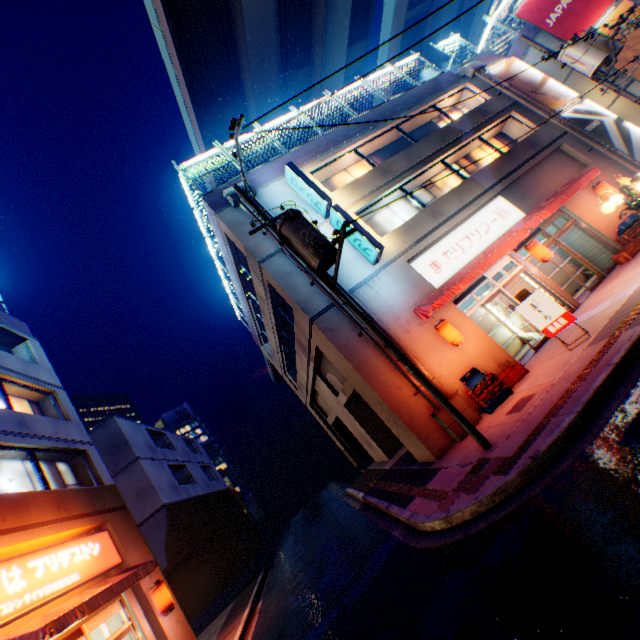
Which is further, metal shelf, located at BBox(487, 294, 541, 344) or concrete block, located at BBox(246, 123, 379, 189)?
concrete block, located at BBox(246, 123, 379, 189)

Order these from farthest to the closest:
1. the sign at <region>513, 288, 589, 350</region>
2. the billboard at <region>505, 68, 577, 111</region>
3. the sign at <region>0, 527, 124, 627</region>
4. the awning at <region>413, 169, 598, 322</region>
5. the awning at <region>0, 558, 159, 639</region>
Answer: the billboard at <region>505, 68, 577, 111</region>, the awning at <region>413, 169, 598, 322</region>, the sign at <region>513, 288, 589, 350</region>, the sign at <region>0, 527, 124, 627</region>, the awning at <region>0, 558, 159, 639</region>

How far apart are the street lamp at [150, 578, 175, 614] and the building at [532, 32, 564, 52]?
31.0m

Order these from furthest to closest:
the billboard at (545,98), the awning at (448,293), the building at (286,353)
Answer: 1. the billboard at (545,98)
2. the awning at (448,293)
3. the building at (286,353)

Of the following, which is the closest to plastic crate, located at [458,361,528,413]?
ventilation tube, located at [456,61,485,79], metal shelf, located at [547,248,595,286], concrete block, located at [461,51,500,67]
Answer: metal shelf, located at [547,248,595,286]

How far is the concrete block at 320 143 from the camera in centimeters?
1367cm

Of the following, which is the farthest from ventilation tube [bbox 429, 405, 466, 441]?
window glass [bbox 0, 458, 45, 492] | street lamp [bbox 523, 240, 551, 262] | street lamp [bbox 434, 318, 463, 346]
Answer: window glass [bbox 0, 458, 45, 492]

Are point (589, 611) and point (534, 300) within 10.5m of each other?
yes
